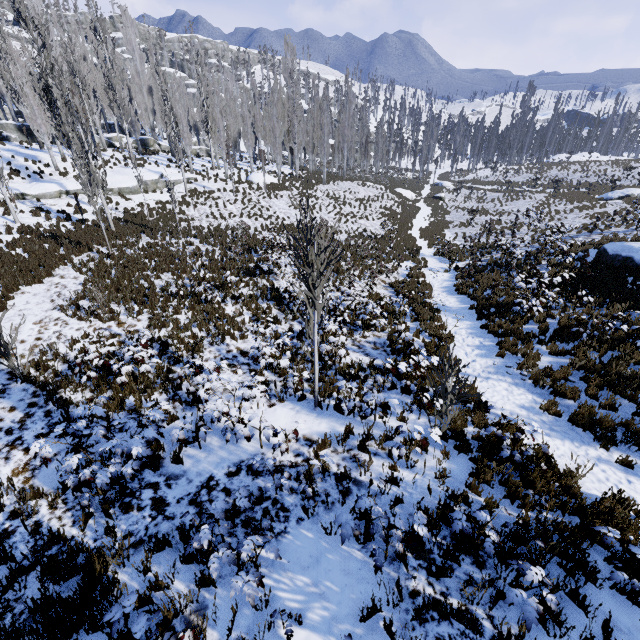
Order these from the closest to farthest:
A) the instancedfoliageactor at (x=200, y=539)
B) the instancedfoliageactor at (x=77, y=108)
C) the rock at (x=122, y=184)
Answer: the instancedfoliageactor at (x=200, y=539), the instancedfoliageactor at (x=77, y=108), the rock at (x=122, y=184)

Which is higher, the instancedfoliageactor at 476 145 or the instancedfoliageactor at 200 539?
the instancedfoliageactor at 476 145

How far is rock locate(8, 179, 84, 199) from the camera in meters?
21.0

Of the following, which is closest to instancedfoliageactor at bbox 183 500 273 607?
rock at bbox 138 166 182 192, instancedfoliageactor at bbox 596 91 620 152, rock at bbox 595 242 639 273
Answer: rock at bbox 138 166 182 192

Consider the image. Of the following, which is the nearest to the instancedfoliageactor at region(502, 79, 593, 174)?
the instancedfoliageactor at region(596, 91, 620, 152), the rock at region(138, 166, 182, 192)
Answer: the rock at region(138, 166, 182, 192)

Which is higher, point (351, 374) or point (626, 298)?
point (626, 298)

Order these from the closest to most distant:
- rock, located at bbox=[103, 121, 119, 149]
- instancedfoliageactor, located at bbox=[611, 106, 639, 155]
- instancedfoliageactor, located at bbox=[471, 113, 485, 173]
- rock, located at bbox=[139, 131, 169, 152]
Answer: rock, located at bbox=[103, 121, 119, 149]
rock, located at bbox=[139, 131, 169, 152]
instancedfoliageactor, located at bbox=[471, 113, 485, 173]
instancedfoliageactor, located at bbox=[611, 106, 639, 155]
